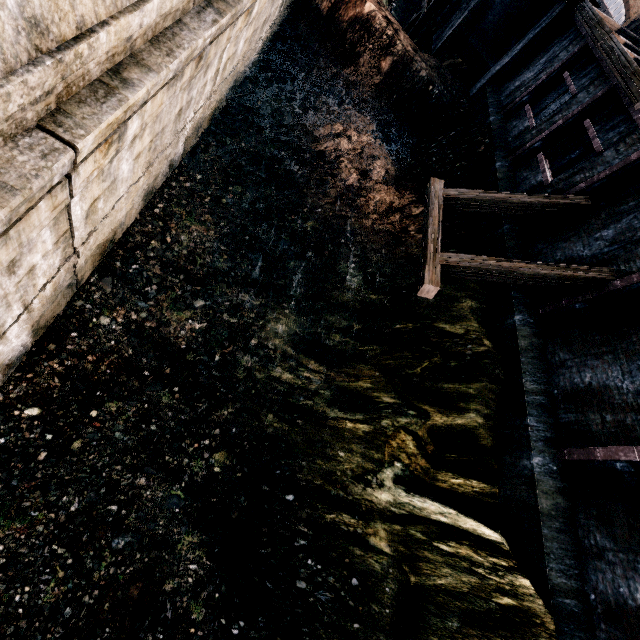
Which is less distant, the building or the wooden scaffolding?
the building

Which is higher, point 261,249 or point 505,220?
point 505,220

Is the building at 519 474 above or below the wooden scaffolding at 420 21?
above

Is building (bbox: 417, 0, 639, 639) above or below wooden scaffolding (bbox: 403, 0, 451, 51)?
above

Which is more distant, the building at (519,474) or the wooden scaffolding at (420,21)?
the wooden scaffolding at (420,21)
